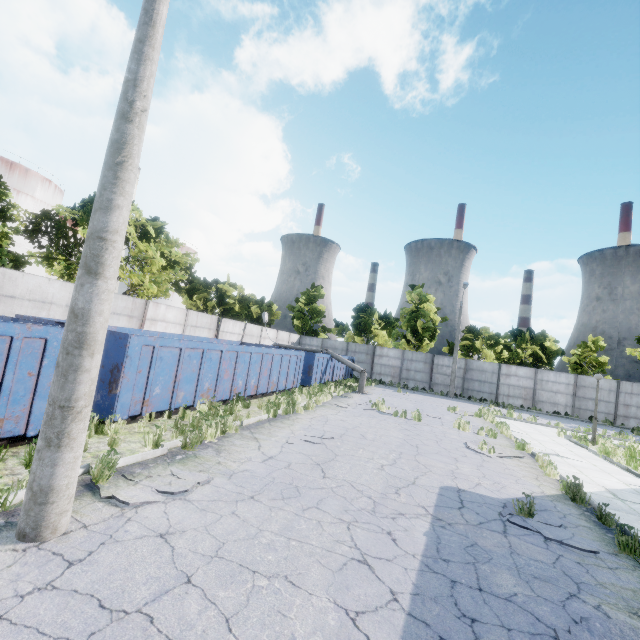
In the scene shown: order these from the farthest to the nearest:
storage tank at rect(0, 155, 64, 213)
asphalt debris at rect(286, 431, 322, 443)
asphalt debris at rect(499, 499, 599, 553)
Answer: storage tank at rect(0, 155, 64, 213) < asphalt debris at rect(286, 431, 322, 443) < asphalt debris at rect(499, 499, 599, 553)

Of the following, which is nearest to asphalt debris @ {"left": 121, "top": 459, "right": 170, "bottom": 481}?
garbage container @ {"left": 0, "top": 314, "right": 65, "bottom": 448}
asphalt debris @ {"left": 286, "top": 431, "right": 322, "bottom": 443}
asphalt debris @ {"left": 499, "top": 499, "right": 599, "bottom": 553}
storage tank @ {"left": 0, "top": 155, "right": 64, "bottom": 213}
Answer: garbage container @ {"left": 0, "top": 314, "right": 65, "bottom": 448}

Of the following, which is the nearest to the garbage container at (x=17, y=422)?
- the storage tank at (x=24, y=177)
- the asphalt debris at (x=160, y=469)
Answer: the asphalt debris at (x=160, y=469)

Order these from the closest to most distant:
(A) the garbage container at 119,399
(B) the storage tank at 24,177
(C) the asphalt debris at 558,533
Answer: (C) the asphalt debris at 558,533 → (A) the garbage container at 119,399 → (B) the storage tank at 24,177

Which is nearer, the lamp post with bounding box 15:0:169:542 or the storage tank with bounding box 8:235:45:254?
the lamp post with bounding box 15:0:169:542

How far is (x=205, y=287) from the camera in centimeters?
2370cm

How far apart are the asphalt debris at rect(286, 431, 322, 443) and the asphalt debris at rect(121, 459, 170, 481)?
3.0m

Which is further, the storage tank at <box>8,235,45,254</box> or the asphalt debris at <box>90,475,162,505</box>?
the storage tank at <box>8,235,45,254</box>
